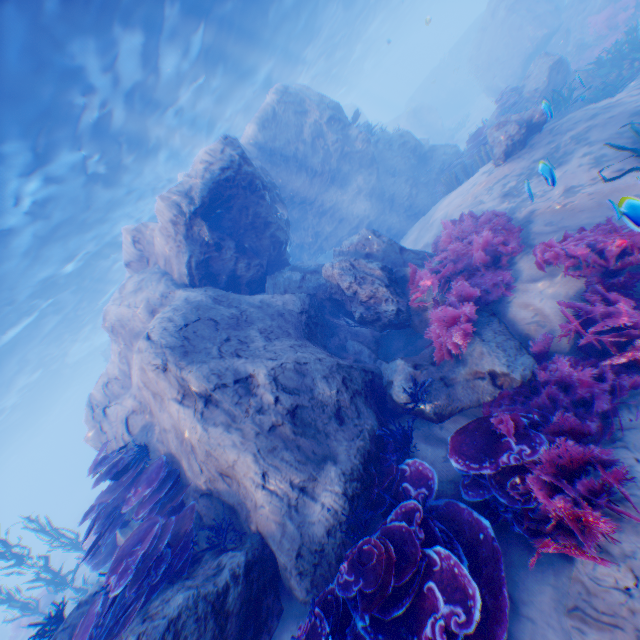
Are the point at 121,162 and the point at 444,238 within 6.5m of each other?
no

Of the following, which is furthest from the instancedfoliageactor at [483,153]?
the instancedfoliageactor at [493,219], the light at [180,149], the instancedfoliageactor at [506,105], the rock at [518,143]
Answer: the instancedfoliageactor at [506,105]

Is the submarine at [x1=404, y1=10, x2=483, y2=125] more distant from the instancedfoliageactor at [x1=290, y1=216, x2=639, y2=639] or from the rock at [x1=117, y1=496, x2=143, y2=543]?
the instancedfoliageactor at [x1=290, y1=216, x2=639, y2=639]

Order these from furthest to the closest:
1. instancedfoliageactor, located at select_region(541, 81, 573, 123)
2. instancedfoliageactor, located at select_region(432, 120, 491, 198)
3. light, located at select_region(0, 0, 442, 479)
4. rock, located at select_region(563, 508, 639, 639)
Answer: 1. instancedfoliageactor, located at select_region(432, 120, 491, 198)
2. light, located at select_region(0, 0, 442, 479)
3. instancedfoliageactor, located at select_region(541, 81, 573, 123)
4. rock, located at select_region(563, 508, 639, 639)

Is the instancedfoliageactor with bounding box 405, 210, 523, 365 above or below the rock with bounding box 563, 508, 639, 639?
above

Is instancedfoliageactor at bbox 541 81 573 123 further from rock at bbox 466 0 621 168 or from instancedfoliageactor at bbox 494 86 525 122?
instancedfoliageactor at bbox 494 86 525 122

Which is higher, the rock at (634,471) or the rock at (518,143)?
the rock at (518,143)

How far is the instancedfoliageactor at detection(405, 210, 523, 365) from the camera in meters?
5.7
